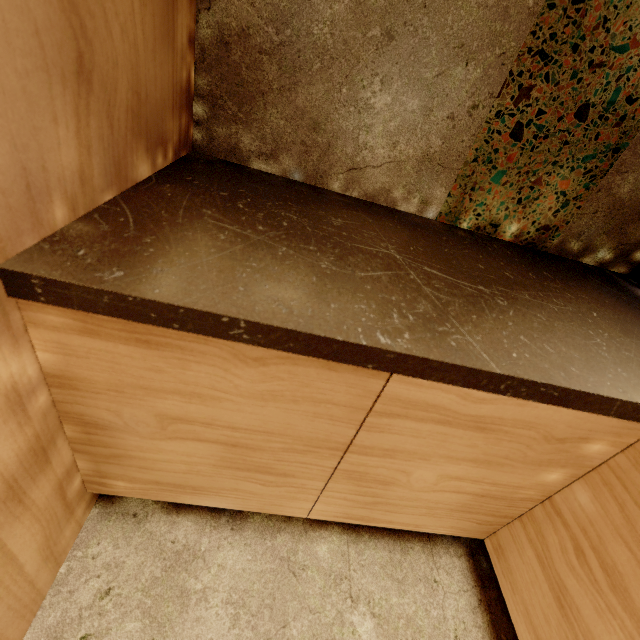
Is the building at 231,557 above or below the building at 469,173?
below

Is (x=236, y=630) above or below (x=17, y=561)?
below

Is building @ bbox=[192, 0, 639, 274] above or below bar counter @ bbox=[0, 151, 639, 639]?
above

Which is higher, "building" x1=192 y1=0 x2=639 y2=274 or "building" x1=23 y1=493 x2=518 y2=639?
"building" x1=192 y1=0 x2=639 y2=274

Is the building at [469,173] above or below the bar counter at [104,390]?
above
